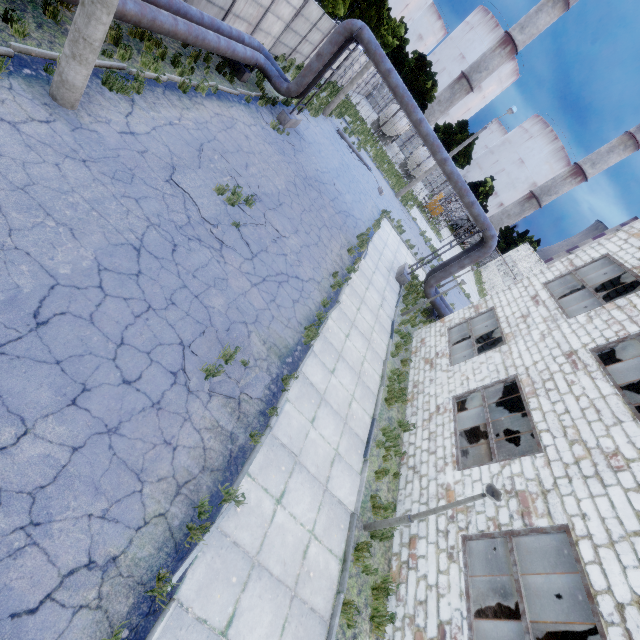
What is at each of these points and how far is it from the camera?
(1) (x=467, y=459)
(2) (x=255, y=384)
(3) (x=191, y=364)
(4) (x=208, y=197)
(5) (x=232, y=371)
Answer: (1) wire spool, 11.0 meters
(2) asphalt debris, 7.1 meters
(3) asphalt debris, 6.2 meters
(4) asphalt debris, 9.0 meters
(5) asphalt debris, 6.8 meters

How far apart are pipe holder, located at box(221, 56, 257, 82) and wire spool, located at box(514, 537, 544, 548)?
20.53m

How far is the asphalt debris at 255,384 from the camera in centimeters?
636cm

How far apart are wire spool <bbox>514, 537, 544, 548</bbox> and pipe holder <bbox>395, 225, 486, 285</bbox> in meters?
11.4

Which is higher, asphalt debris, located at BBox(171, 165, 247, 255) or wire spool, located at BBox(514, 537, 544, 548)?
wire spool, located at BBox(514, 537, 544, 548)

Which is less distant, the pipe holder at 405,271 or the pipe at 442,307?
the pipe holder at 405,271

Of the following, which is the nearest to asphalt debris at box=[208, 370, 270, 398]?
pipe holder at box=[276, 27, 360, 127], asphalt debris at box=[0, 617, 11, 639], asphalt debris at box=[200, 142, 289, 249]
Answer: asphalt debris at box=[200, 142, 289, 249]

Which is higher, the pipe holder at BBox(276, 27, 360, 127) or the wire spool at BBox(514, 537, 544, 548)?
the wire spool at BBox(514, 537, 544, 548)
